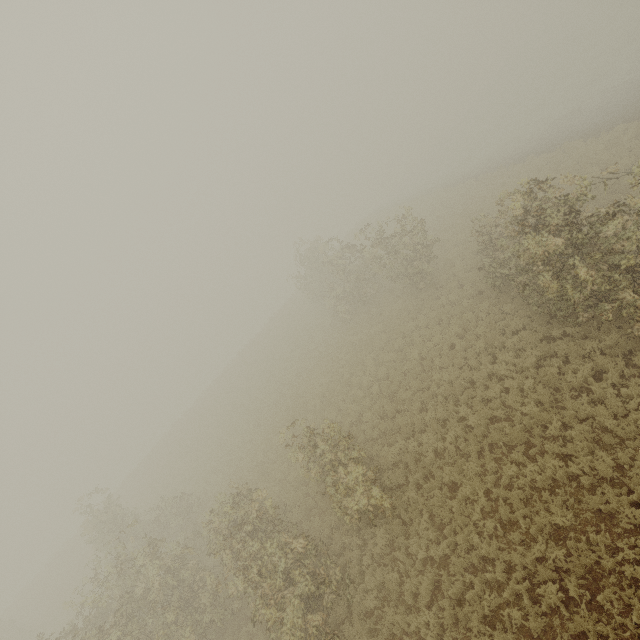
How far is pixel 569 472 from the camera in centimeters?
952cm
